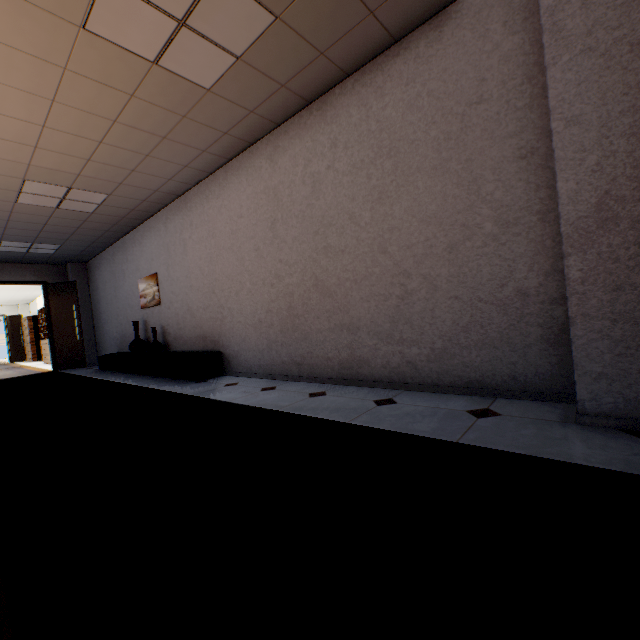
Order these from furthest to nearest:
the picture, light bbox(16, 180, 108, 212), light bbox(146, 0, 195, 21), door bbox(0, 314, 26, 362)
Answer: door bbox(0, 314, 26, 362)
the picture
light bbox(16, 180, 108, 212)
light bbox(146, 0, 195, 21)

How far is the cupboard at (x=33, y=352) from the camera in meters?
15.1 m

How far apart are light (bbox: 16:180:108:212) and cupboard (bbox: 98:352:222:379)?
2.7 meters

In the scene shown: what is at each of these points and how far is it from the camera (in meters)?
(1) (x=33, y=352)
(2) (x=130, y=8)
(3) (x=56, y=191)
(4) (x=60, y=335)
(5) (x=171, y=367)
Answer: (1) cupboard, 15.12
(2) light, 2.19
(3) light, 4.72
(4) door, 8.97
(5) cupboard, 5.16

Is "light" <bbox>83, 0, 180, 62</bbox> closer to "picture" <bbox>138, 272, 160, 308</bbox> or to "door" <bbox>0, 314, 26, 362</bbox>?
"picture" <bbox>138, 272, 160, 308</bbox>

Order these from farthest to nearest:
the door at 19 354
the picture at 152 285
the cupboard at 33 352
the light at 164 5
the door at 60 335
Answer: the door at 19 354 → the cupboard at 33 352 → the door at 60 335 → the picture at 152 285 → the light at 164 5

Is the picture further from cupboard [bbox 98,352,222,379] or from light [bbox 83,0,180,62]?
light [bbox 83,0,180,62]

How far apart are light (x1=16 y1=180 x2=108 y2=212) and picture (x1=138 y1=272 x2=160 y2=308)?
1.38m
